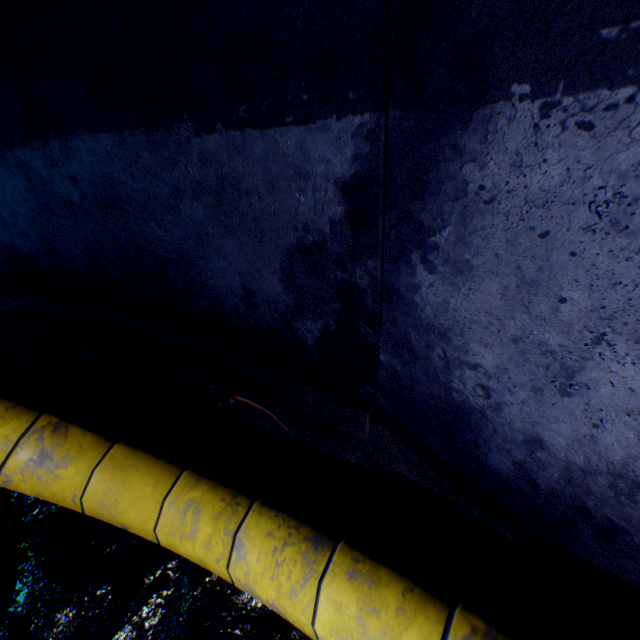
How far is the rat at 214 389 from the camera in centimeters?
232cm

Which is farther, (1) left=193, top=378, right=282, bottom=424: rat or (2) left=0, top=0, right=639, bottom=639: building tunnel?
(1) left=193, top=378, right=282, bottom=424: rat

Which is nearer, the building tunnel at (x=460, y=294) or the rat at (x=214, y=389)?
the building tunnel at (x=460, y=294)

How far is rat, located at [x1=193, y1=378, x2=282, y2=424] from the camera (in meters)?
2.32

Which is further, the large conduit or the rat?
the rat

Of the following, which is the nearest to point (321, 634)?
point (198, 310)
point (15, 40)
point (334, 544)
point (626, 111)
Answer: point (334, 544)
